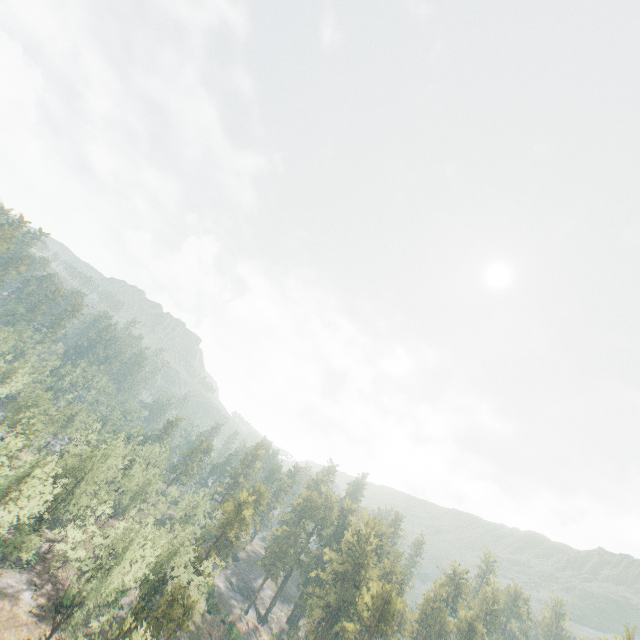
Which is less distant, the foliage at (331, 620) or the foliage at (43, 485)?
the foliage at (43, 485)

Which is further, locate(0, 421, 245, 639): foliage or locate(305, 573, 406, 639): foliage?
locate(305, 573, 406, 639): foliage

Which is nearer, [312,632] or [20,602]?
[20,602]
